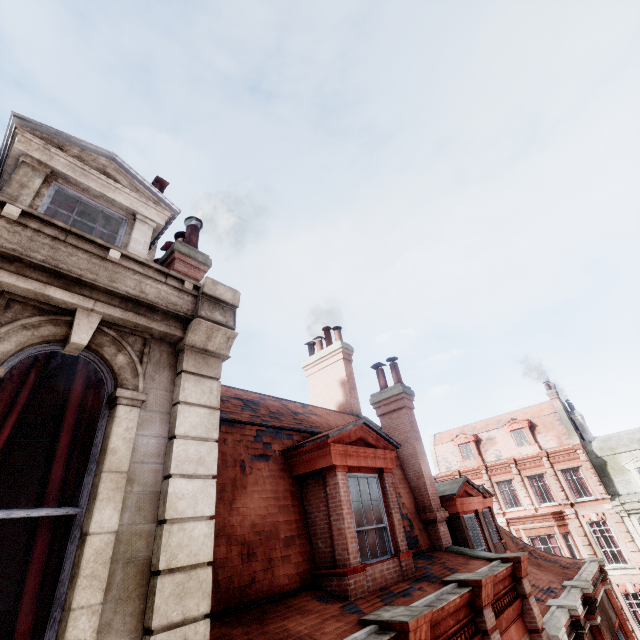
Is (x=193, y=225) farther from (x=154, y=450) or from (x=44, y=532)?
(x=44, y=532)

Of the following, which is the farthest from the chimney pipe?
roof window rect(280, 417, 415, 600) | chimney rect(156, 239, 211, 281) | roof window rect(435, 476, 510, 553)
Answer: roof window rect(435, 476, 510, 553)

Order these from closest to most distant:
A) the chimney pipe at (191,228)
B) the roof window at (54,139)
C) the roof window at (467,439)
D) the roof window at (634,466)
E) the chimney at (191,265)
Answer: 1. the roof window at (54,139)
2. the chimney at (191,265)
3. the chimney pipe at (191,228)
4. the roof window at (634,466)
5. the roof window at (467,439)

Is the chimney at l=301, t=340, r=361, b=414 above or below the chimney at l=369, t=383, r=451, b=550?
above

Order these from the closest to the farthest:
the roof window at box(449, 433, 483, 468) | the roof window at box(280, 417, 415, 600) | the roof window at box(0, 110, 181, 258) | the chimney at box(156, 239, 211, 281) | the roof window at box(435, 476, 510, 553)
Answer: the roof window at box(0, 110, 181, 258) < the roof window at box(280, 417, 415, 600) < the chimney at box(156, 239, 211, 281) < the roof window at box(435, 476, 510, 553) < the roof window at box(449, 433, 483, 468)

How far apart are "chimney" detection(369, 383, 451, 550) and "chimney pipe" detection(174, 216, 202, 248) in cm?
720

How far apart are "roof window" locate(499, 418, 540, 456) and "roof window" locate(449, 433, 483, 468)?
2.46m

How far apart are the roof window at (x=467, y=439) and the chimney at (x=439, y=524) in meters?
25.2
